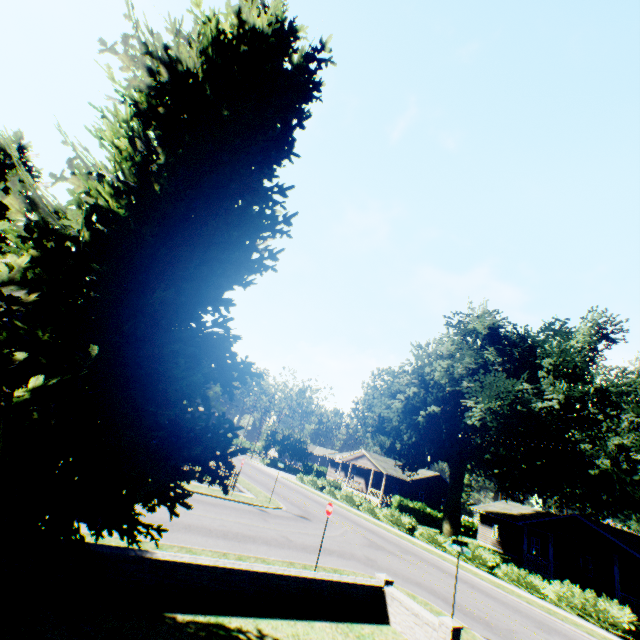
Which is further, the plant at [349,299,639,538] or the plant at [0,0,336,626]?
the plant at [349,299,639,538]

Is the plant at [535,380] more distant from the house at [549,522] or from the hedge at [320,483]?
the house at [549,522]

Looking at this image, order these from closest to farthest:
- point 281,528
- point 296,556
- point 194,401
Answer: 1. point 194,401
2. point 296,556
3. point 281,528

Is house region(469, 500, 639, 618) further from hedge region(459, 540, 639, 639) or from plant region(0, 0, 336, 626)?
hedge region(459, 540, 639, 639)

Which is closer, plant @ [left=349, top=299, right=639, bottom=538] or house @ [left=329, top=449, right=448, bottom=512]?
plant @ [left=349, top=299, right=639, bottom=538]

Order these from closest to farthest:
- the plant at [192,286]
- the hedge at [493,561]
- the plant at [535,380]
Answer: the plant at [192,286], the hedge at [493,561], the plant at [535,380]

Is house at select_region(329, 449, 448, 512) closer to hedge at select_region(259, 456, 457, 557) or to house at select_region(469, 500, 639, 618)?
house at select_region(469, 500, 639, 618)
